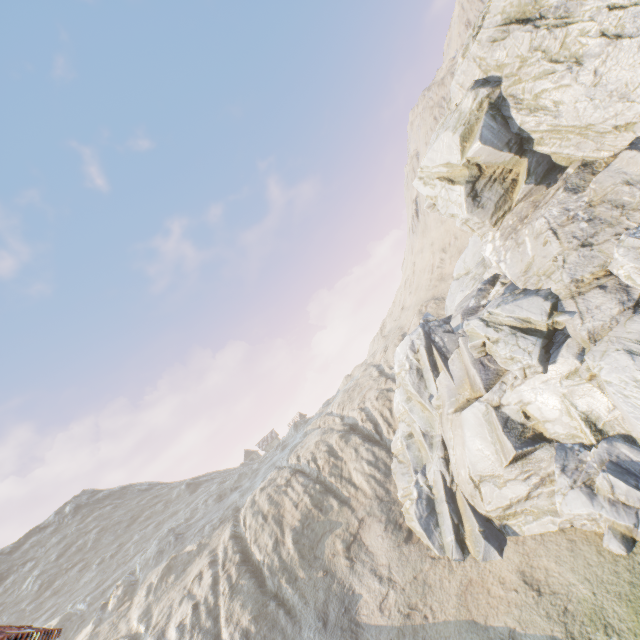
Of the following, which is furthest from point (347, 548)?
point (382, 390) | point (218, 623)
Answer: point (382, 390)
